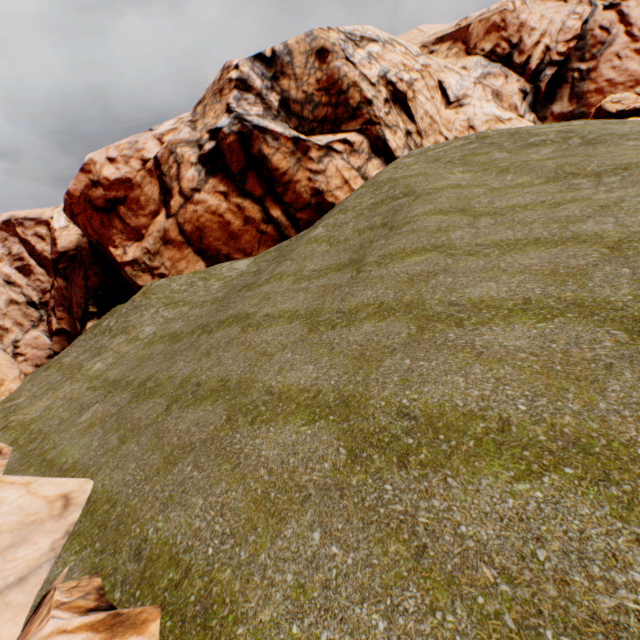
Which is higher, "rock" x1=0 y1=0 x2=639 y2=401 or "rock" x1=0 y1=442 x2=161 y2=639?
"rock" x1=0 y1=0 x2=639 y2=401

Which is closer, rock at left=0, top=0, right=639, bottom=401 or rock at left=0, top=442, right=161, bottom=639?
rock at left=0, top=442, right=161, bottom=639

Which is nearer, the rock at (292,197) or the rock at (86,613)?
the rock at (86,613)

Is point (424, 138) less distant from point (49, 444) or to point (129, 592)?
point (49, 444)

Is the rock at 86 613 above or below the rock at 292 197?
below
